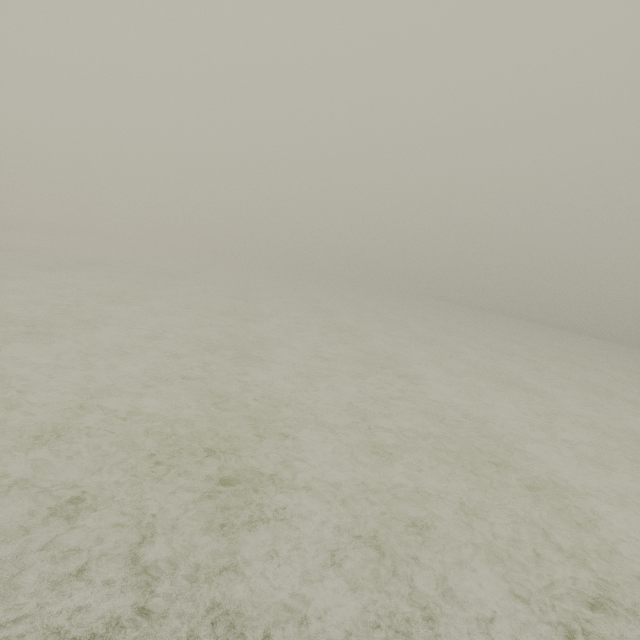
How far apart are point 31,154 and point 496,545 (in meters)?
82.86
